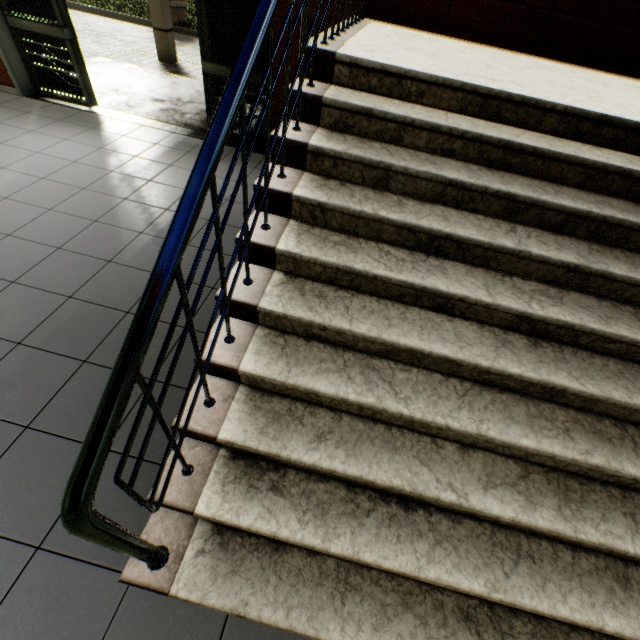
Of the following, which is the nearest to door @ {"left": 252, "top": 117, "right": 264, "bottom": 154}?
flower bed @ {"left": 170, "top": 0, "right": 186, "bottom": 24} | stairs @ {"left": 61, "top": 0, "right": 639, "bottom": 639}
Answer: stairs @ {"left": 61, "top": 0, "right": 639, "bottom": 639}

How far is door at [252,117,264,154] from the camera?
4.93m

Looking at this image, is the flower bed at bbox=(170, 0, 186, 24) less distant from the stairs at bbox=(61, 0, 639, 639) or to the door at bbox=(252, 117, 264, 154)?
the door at bbox=(252, 117, 264, 154)

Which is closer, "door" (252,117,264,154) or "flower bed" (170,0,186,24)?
"door" (252,117,264,154)

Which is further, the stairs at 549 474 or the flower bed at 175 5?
the flower bed at 175 5

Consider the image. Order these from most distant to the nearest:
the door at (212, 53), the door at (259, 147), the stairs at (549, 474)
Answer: the door at (259, 147) → the door at (212, 53) → the stairs at (549, 474)

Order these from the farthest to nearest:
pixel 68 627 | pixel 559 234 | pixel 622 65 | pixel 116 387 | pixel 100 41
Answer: pixel 100 41 → pixel 622 65 → pixel 559 234 → pixel 68 627 → pixel 116 387

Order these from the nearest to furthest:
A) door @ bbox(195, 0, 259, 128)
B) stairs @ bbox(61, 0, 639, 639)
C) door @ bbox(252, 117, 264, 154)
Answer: stairs @ bbox(61, 0, 639, 639)
door @ bbox(195, 0, 259, 128)
door @ bbox(252, 117, 264, 154)
